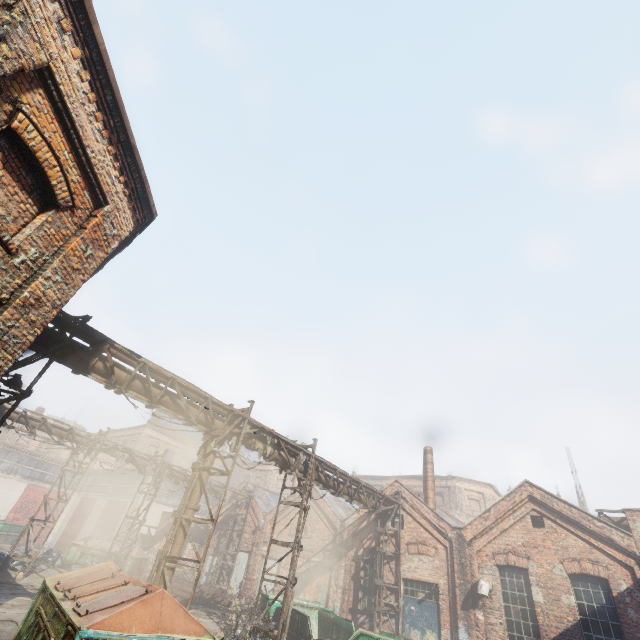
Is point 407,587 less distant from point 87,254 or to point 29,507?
point 87,254

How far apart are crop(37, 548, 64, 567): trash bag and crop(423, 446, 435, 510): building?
23.64m

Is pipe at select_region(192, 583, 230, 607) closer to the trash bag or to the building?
the trash bag

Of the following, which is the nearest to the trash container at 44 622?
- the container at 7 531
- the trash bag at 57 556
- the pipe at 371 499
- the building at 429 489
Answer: the pipe at 371 499

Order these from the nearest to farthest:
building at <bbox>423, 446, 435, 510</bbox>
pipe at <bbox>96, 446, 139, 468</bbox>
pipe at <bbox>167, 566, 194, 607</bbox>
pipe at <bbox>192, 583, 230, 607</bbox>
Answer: pipe at <bbox>167, 566, 194, 607</bbox>
pipe at <bbox>192, 583, 230, 607</bbox>
pipe at <bbox>96, 446, 139, 468</bbox>
building at <bbox>423, 446, 435, 510</bbox>

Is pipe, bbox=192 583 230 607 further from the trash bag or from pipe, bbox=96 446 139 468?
the trash bag

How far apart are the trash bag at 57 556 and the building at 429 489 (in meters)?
23.64

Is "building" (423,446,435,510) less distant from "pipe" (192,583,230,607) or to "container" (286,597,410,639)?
"container" (286,597,410,639)
